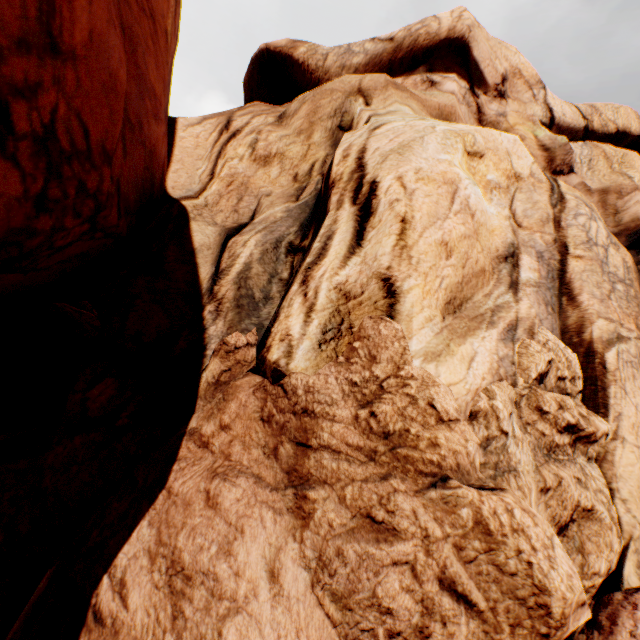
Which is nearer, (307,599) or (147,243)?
(307,599)
